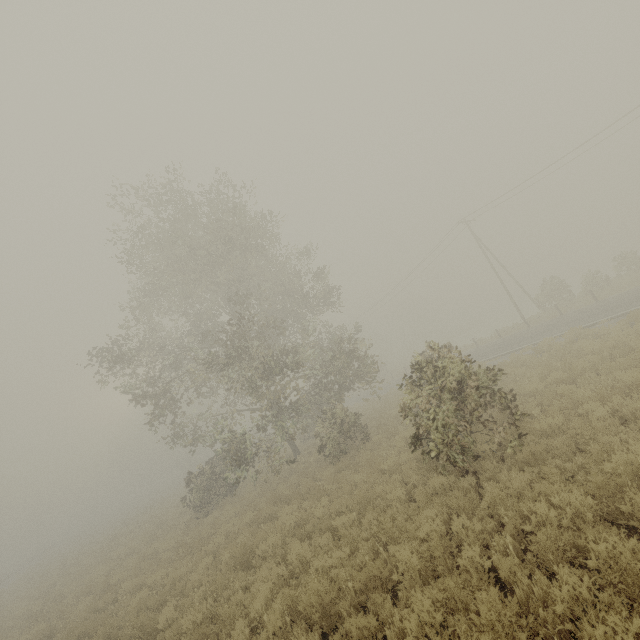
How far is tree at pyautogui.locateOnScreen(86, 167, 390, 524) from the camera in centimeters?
1581cm

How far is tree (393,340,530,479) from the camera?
8.0 meters

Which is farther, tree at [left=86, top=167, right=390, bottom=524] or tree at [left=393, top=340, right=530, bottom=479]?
tree at [left=86, top=167, right=390, bottom=524]

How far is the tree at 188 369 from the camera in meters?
15.8 m

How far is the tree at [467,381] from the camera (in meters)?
Result: 7.99

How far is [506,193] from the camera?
30.1 meters
